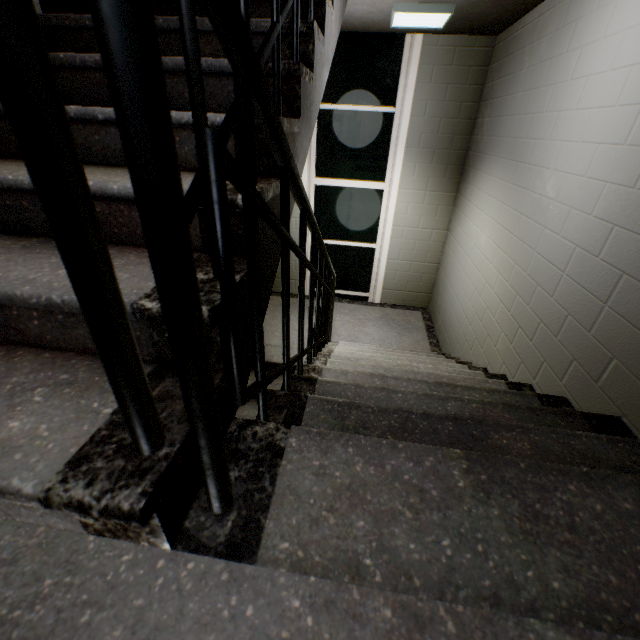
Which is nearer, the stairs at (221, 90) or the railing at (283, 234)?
the railing at (283, 234)

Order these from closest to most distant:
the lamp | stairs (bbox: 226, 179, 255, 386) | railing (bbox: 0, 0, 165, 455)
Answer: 1. railing (bbox: 0, 0, 165, 455)
2. stairs (bbox: 226, 179, 255, 386)
3. the lamp

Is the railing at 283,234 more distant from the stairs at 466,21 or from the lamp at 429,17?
the lamp at 429,17

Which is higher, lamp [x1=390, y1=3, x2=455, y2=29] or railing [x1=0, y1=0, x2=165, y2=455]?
lamp [x1=390, y1=3, x2=455, y2=29]

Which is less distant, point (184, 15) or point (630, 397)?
point (184, 15)

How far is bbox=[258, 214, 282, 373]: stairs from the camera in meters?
1.0 m

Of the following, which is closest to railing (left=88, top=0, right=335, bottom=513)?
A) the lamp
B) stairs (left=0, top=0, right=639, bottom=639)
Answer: stairs (left=0, top=0, right=639, bottom=639)
